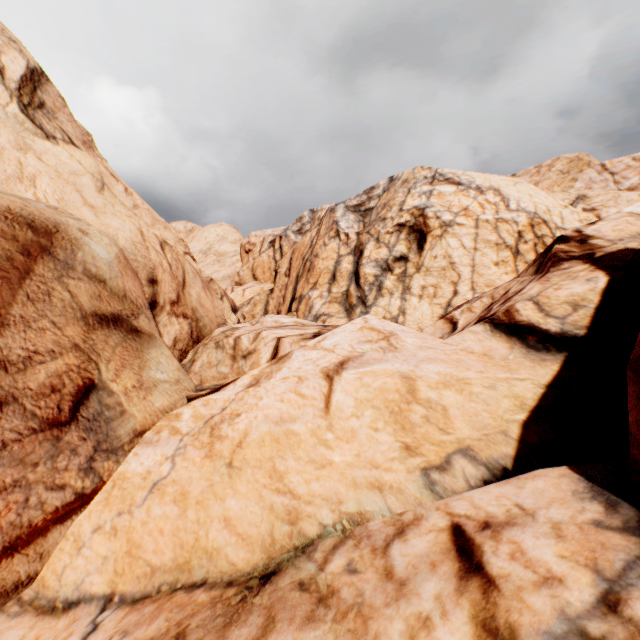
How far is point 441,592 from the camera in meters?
2.7 m
